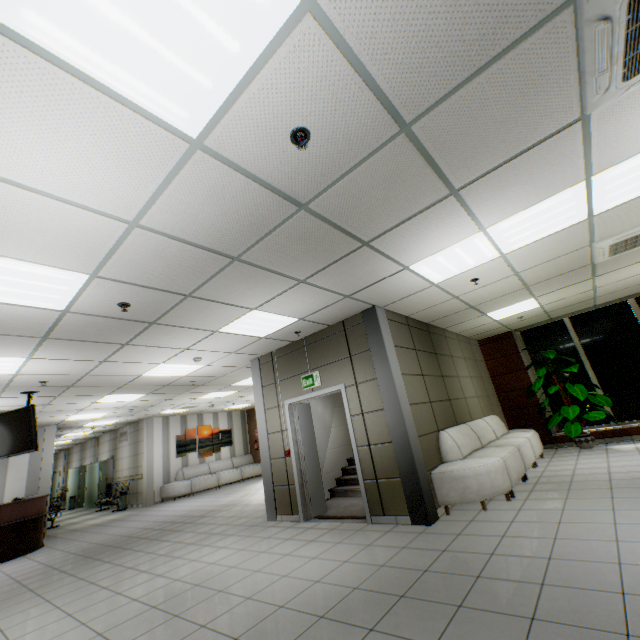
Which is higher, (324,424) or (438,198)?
(438,198)

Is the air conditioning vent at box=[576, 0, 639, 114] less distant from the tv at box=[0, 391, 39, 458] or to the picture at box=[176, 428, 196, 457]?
the tv at box=[0, 391, 39, 458]

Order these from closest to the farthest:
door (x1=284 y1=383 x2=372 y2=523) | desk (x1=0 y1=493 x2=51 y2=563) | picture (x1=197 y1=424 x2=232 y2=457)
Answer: door (x1=284 y1=383 x2=372 y2=523) → desk (x1=0 y1=493 x2=51 y2=563) → picture (x1=197 y1=424 x2=232 y2=457)

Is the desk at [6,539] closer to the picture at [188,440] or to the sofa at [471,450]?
the picture at [188,440]

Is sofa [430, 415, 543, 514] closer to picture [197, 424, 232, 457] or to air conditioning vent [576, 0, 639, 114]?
air conditioning vent [576, 0, 639, 114]

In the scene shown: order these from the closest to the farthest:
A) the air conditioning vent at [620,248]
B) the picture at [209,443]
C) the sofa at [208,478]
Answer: the air conditioning vent at [620,248]
the sofa at [208,478]
the picture at [209,443]

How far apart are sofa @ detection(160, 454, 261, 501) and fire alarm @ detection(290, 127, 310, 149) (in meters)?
14.02

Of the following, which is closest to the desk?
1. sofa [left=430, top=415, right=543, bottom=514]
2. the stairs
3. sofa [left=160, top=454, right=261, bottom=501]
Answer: sofa [left=160, top=454, right=261, bottom=501]
